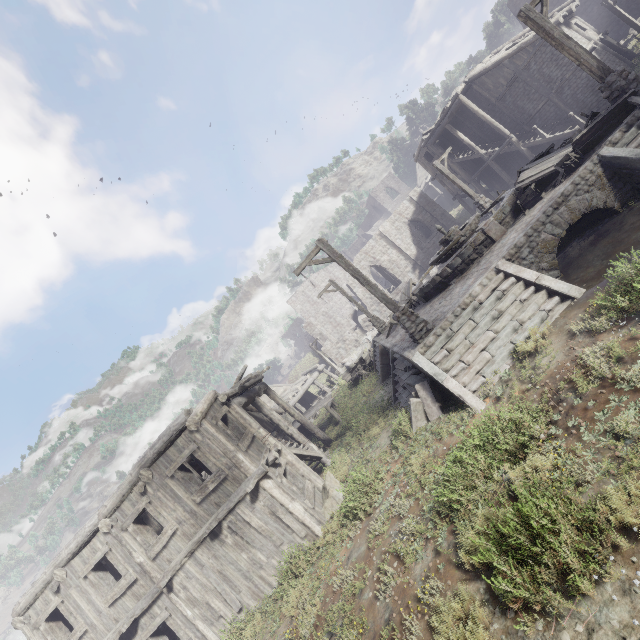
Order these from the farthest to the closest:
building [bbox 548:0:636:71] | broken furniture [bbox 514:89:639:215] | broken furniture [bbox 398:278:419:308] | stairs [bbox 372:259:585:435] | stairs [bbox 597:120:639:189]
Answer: building [bbox 548:0:636:71] < broken furniture [bbox 398:278:419:308] < broken furniture [bbox 514:89:639:215] < stairs [bbox 597:120:639:189] < stairs [bbox 372:259:585:435]

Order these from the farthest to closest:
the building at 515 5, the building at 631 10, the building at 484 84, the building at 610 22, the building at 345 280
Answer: the building at 345 280, the building at 515 5, the building at 631 10, the building at 484 84, the building at 610 22

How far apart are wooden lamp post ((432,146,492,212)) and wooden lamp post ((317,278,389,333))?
9.12m

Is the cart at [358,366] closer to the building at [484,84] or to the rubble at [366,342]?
the building at [484,84]

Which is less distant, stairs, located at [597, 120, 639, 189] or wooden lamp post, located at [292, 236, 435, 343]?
stairs, located at [597, 120, 639, 189]

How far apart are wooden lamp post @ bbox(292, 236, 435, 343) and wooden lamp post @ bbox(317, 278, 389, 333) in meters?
9.1 m

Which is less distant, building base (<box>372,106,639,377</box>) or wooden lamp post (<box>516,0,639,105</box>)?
building base (<box>372,106,639,377</box>)

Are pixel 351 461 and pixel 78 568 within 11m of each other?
yes
